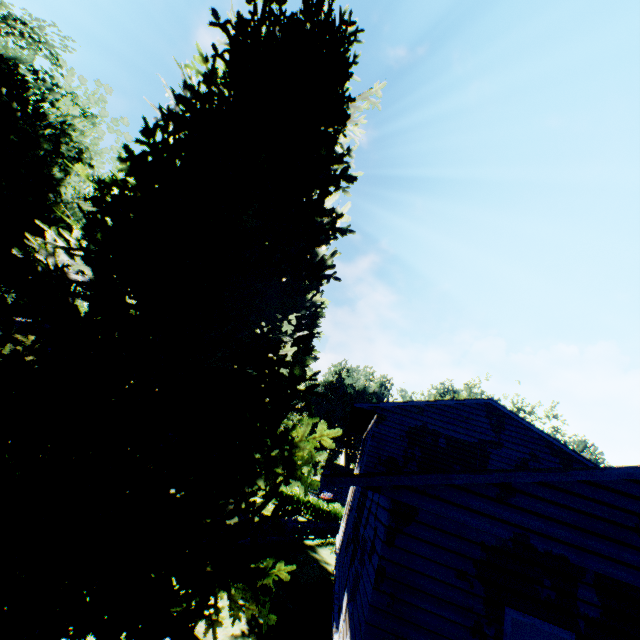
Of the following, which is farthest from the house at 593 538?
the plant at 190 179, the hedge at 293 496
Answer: the hedge at 293 496

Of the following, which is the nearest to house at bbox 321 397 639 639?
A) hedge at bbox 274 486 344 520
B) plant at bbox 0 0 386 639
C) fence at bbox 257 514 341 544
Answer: plant at bbox 0 0 386 639

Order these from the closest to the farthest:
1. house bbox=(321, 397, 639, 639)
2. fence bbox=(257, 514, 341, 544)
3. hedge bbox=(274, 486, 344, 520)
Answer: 1. house bbox=(321, 397, 639, 639)
2. fence bbox=(257, 514, 341, 544)
3. hedge bbox=(274, 486, 344, 520)

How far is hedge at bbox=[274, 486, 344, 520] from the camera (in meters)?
31.80

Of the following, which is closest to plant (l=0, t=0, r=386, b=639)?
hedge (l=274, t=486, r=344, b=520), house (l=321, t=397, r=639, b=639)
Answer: house (l=321, t=397, r=639, b=639)

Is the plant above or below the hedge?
above

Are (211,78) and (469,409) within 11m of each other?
no

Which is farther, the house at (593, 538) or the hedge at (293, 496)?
the hedge at (293, 496)
